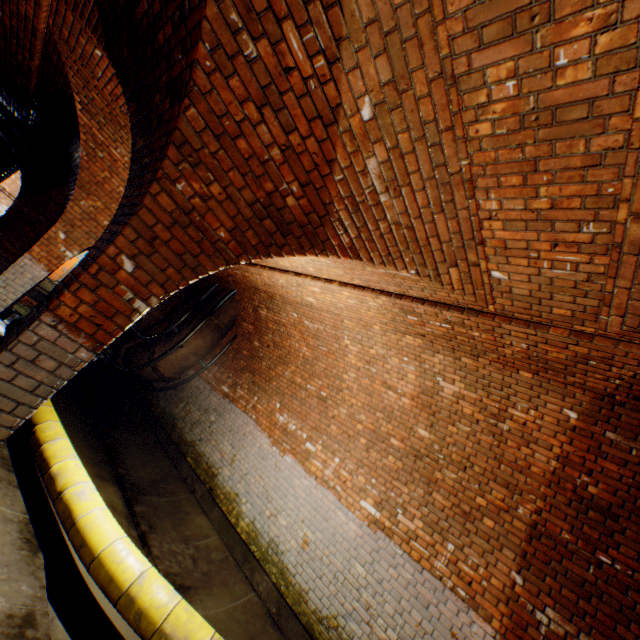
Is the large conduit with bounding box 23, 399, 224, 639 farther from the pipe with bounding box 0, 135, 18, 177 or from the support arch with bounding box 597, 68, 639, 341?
the pipe with bounding box 0, 135, 18, 177

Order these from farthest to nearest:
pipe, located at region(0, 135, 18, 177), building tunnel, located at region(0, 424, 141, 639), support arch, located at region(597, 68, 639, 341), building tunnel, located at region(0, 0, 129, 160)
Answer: pipe, located at region(0, 135, 18, 177)
building tunnel, located at region(0, 0, 129, 160)
building tunnel, located at region(0, 424, 141, 639)
support arch, located at region(597, 68, 639, 341)

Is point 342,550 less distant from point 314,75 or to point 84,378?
point 314,75

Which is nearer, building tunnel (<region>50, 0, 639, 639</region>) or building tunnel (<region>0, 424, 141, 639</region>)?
building tunnel (<region>50, 0, 639, 639</region>)

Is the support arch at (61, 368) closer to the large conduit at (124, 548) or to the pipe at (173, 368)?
the large conduit at (124, 548)

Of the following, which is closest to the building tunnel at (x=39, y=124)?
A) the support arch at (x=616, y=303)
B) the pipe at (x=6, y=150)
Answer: the support arch at (x=616, y=303)

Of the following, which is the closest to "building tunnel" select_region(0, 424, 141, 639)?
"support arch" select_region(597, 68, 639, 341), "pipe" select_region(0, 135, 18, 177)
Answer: "support arch" select_region(597, 68, 639, 341)

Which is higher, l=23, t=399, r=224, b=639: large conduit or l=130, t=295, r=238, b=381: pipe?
l=130, t=295, r=238, b=381: pipe
